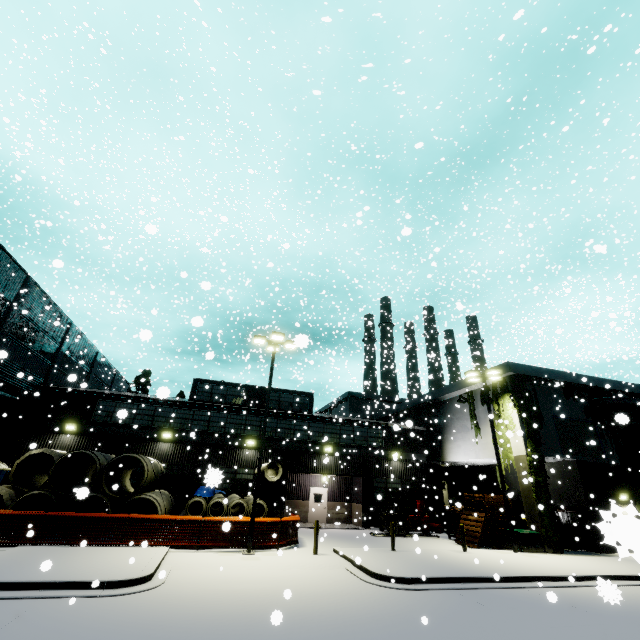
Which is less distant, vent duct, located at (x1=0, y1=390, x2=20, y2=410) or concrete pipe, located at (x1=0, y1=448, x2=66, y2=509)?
concrete pipe, located at (x1=0, y1=448, x2=66, y2=509)

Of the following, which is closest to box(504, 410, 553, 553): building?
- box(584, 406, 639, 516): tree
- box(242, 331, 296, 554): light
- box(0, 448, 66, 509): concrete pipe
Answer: box(584, 406, 639, 516): tree

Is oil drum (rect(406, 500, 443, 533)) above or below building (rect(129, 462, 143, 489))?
below

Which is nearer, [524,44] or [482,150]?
[524,44]

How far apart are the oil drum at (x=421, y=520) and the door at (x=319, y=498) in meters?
6.6 m

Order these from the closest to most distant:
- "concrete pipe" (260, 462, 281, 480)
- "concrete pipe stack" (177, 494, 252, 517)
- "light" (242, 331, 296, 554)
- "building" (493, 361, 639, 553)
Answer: "light" (242, 331, 296, 554), "concrete pipe stack" (177, 494, 252, 517), "building" (493, 361, 639, 553), "concrete pipe" (260, 462, 281, 480)

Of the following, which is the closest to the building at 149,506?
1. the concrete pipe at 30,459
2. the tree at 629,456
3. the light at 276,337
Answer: the tree at 629,456

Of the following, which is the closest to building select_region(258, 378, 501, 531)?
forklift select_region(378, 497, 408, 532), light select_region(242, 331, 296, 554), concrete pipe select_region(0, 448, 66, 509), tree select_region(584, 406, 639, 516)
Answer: tree select_region(584, 406, 639, 516)
